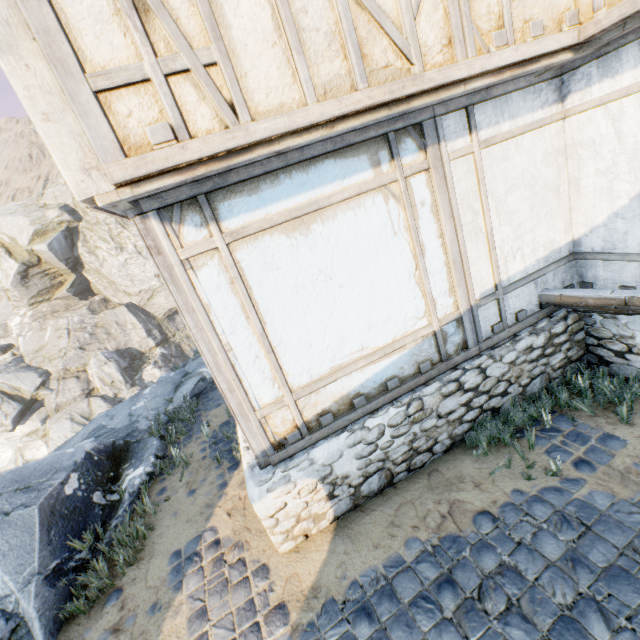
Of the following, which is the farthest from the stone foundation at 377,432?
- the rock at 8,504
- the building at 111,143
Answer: the rock at 8,504

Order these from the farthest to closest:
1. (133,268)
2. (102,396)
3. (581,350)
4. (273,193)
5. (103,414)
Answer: (133,268), (102,396), (103,414), (581,350), (273,193)

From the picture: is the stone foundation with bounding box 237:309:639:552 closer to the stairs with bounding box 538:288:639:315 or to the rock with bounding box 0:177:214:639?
the stairs with bounding box 538:288:639:315

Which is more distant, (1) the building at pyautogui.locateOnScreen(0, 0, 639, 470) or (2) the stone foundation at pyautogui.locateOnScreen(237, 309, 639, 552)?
(2) the stone foundation at pyautogui.locateOnScreen(237, 309, 639, 552)

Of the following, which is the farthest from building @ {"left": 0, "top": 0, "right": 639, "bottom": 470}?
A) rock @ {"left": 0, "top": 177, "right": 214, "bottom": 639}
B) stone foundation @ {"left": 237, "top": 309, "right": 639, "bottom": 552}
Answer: rock @ {"left": 0, "top": 177, "right": 214, "bottom": 639}

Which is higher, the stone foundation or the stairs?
the stairs

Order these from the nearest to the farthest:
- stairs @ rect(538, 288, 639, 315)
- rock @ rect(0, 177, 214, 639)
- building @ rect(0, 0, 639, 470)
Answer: building @ rect(0, 0, 639, 470) → stairs @ rect(538, 288, 639, 315) → rock @ rect(0, 177, 214, 639)

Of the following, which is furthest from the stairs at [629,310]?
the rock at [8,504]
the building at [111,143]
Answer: the rock at [8,504]
